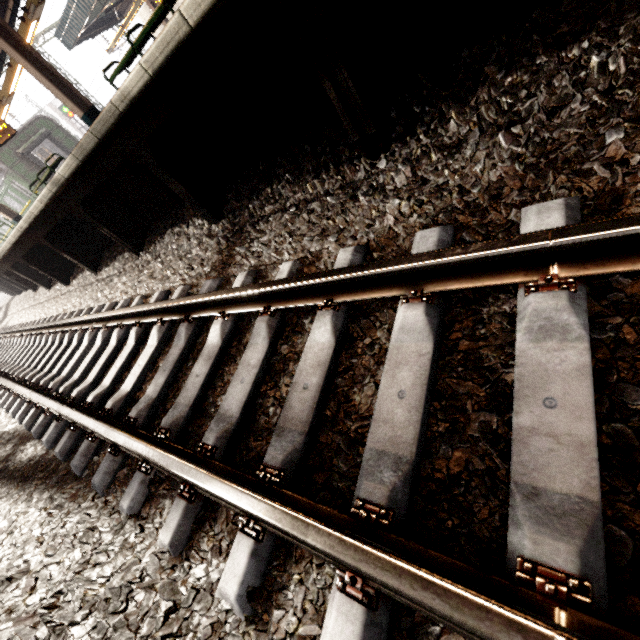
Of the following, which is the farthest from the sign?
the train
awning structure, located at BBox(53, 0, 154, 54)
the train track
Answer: the train track

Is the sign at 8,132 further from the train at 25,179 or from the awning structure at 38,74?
the train at 25,179

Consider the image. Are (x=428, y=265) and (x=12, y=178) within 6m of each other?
no

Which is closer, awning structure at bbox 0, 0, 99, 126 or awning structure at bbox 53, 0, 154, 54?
awning structure at bbox 0, 0, 99, 126

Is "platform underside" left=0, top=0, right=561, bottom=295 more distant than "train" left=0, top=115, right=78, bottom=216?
No

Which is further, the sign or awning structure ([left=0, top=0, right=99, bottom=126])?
the sign

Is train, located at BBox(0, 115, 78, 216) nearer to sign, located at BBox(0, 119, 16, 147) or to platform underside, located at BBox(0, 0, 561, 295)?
sign, located at BBox(0, 119, 16, 147)

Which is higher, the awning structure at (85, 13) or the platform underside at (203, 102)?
the awning structure at (85, 13)
